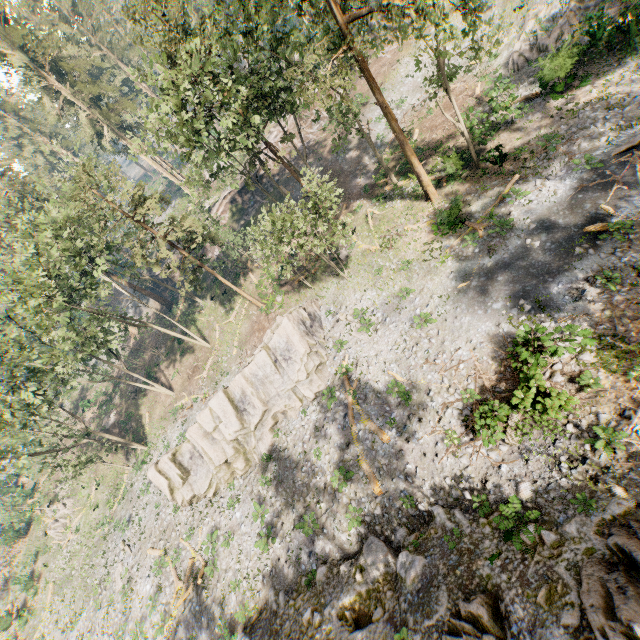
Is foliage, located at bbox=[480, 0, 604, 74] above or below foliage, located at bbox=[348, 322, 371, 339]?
above

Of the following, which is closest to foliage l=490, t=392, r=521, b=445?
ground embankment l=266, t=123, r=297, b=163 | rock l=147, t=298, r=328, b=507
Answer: ground embankment l=266, t=123, r=297, b=163

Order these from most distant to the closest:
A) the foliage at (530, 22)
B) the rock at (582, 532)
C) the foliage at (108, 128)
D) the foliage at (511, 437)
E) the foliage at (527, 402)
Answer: the foliage at (530, 22)
the foliage at (108, 128)
the foliage at (511, 437)
the foliage at (527, 402)
the rock at (582, 532)

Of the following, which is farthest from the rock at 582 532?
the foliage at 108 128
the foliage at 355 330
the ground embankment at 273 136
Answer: the ground embankment at 273 136

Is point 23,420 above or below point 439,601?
above

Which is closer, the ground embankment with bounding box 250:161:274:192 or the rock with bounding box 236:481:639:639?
the rock with bounding box 236:481:639:639

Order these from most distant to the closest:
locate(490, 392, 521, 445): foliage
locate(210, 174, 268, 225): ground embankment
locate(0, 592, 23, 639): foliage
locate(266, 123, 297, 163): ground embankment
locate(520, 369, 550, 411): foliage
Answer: locate(210, 174, 268, 225): ground embankment → locate(266, 123, 297, 163): ground embankment → locate(0, 592, 23, 639): foliage → locate(490, 392, 521, 445): foliage → locate(520, 369, 550, 411): foliage
